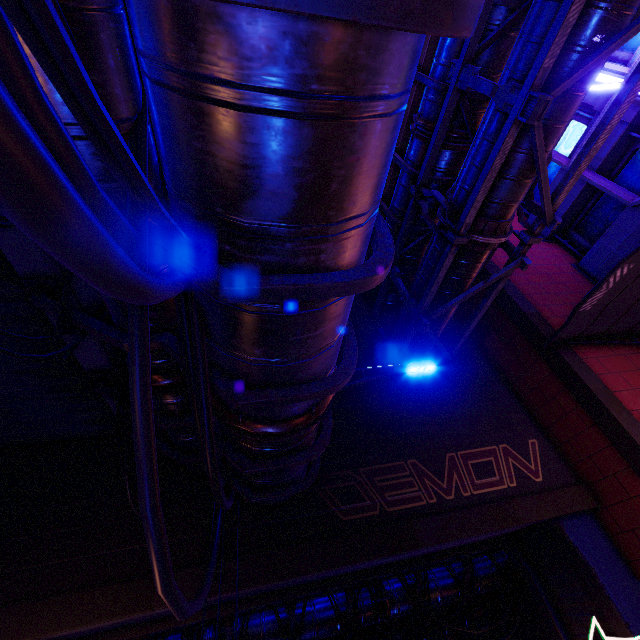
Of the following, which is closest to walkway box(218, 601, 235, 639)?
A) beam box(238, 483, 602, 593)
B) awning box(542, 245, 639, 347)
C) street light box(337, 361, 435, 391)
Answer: beam box(238, 483, 602, 593)

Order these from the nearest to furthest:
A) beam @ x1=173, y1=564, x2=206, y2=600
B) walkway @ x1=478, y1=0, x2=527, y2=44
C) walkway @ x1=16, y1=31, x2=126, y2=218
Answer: walkway @ x1=16, y1=31, x2=126, y2=218 → beam @ x1=173, y1=564, x2=206, y2=600 → walkway @ x1=478, y1=0, x2=527, y2=44

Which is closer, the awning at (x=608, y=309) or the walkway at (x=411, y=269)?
the awning at (x=608, y=309)

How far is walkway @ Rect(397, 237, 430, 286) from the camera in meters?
10.5

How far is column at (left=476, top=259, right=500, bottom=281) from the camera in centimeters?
1045cm

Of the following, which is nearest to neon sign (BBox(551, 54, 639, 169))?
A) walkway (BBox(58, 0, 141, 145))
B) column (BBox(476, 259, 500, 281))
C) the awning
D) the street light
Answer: the awning

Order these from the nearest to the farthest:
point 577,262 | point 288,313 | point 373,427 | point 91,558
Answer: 1. point 288,313
2. point 91,558
3. point 373,427
4. point 577,262

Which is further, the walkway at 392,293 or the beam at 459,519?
the walkway at 392,293
